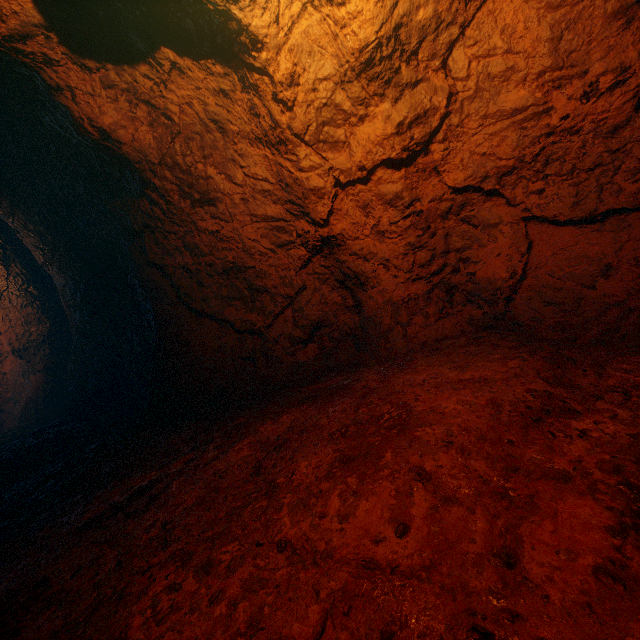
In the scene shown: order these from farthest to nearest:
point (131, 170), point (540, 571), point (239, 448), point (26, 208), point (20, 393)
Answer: point (20, 393), point (26, 208), point (131, 170), point (239, 448), point (540, 571)
